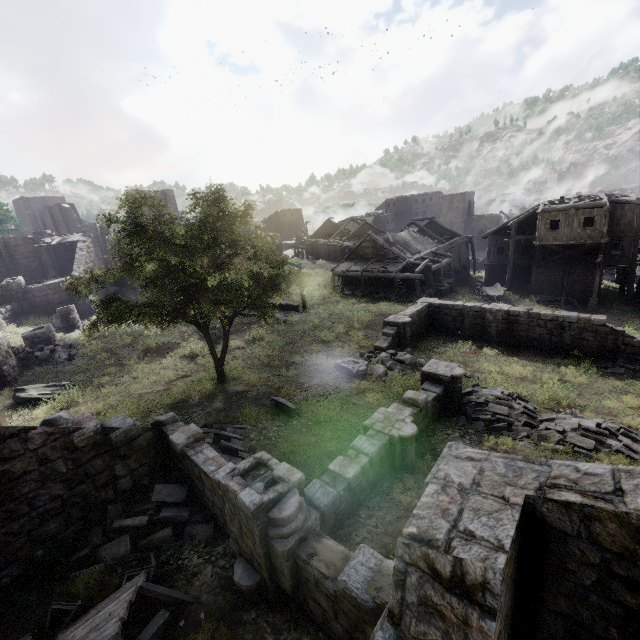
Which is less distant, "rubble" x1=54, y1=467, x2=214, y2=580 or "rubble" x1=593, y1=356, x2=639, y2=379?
"rubble" x1=54, y1=467, x2=214, y2=580

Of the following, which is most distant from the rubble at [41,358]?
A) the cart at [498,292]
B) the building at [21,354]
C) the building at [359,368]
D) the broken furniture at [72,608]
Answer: the cart at [498,292]

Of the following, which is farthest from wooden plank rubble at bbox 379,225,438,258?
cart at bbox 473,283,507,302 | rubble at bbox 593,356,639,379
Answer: rubble at bbox 593,356,639,379

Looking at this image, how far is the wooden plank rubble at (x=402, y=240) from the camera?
35.38m

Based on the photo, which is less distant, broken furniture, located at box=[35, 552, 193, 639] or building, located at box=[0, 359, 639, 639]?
building, located at box=[0, 359, 639, 639]

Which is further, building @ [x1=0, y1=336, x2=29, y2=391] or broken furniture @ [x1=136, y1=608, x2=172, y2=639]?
building @ [x1=0, y1=336, x2=29, y2=391]

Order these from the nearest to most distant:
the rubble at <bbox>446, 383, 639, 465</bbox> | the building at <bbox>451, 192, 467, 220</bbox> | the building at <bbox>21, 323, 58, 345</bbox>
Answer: the rubble at <bbox>446, 383, 639, 465</bbox>, the building at <bbox>21, 323, 58, 345</bbox>, the building at <bbox>451, 192, 467, 220</bbox>

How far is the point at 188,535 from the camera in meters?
8.6
